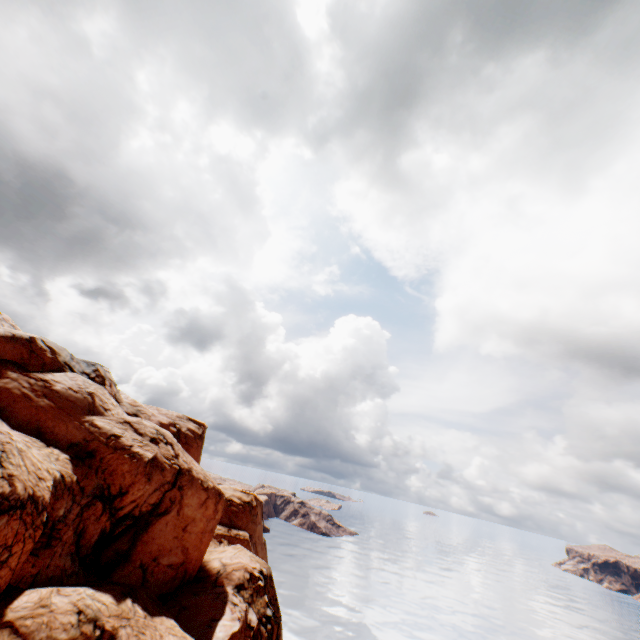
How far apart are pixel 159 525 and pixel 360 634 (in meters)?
54.03
